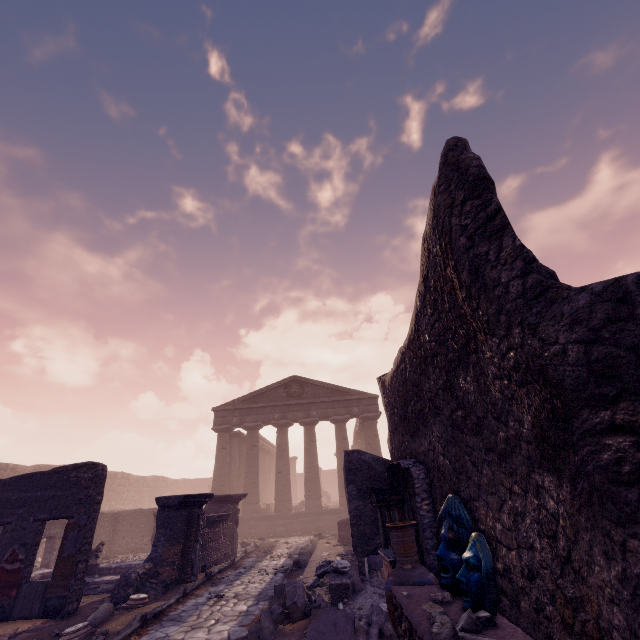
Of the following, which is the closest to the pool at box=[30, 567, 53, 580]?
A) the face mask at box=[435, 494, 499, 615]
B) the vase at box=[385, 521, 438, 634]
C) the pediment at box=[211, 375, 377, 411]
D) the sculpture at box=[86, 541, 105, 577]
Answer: the sculpture at box=[86, 541, 105, 577]

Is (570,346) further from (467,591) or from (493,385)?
(467,591)

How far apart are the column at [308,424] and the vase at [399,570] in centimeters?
1742cm

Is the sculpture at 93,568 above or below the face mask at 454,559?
below

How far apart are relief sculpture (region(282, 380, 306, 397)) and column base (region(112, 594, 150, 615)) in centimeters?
1575cm

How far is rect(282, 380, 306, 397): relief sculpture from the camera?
23.0 meters

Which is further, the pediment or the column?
the pediment

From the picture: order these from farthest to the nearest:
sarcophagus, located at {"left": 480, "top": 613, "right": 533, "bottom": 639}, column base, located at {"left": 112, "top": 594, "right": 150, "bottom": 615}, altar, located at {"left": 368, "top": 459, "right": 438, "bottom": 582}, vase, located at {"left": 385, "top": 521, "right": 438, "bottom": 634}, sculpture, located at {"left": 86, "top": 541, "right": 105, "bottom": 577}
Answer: sculpture, located at {"left": 86, "top": 541, "right": 105, "bottom": 577}
column base, located at {"left": 112, "top": 594, "right": 150, "bottom": 615}
altar, located at {"left": 368, "top": 459, "right": 438, "bottom": 582}
vase, located at {"left": 385, "top": 521, "right": 438, "bottom": 634}
sarcophagus, located at {"left": 480, "top": 613, "right": 533, "bottom": 639}
